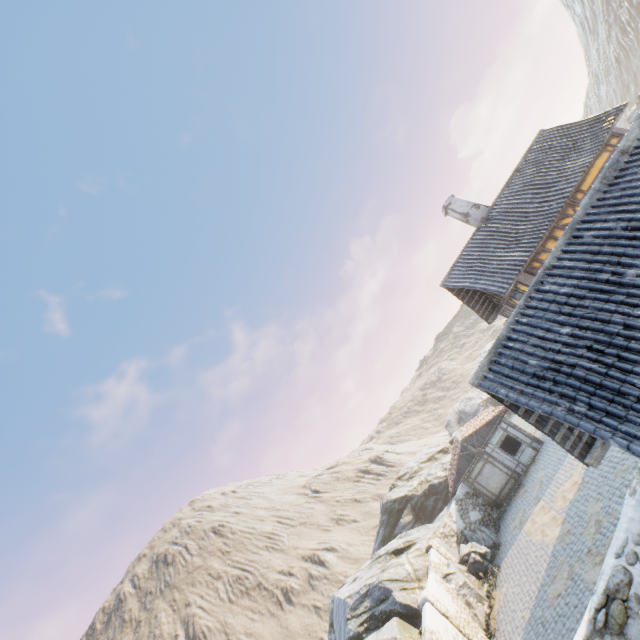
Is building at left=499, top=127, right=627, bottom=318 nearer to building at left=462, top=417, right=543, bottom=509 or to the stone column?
building at left=462, top=417, right=543, bottom=509

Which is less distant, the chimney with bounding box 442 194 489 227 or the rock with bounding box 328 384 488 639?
the chimney with bounding box 442 194 489 227

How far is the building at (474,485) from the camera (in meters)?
23.12

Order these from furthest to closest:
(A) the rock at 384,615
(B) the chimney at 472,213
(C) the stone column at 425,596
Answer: (A) the rock at 384,615 → (B) the chimney at 472,213 → (C) the stone column at 425,596

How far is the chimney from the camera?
17.69m

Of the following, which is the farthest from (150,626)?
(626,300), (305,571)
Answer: (626,300)

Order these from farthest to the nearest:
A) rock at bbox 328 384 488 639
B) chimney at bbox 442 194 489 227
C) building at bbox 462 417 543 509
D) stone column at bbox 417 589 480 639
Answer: building at bbox 462 417 543 509, rock at bbox 328 384 488 639, chimney at bbox 442 194 489 227, stone column at bbox 417 589 480 639

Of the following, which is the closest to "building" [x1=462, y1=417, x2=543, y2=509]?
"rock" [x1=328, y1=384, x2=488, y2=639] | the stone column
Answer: "rock" [x1=328, y1=384, x2=488, y2=639]
